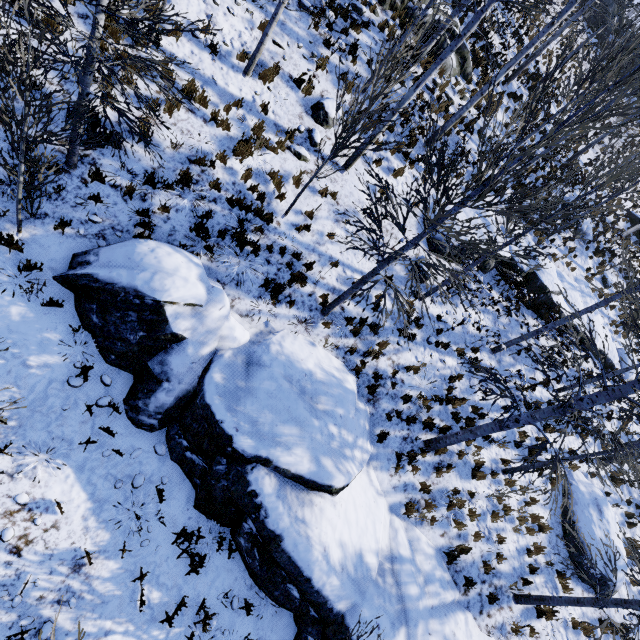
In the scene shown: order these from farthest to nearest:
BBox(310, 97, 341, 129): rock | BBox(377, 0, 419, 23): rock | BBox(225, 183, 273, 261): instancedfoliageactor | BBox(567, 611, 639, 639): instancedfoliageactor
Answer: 1. BBox(377, 0, 419, 23): rock
2. BBox(310, 97, 341, 129): rock
3. BBox(225, 183, 273, 261): instancedfoliageactor
4. BBox(567, 611, 639, 639): instancedfoliageactor

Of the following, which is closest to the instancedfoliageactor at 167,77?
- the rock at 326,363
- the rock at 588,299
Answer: the rock at 326,363

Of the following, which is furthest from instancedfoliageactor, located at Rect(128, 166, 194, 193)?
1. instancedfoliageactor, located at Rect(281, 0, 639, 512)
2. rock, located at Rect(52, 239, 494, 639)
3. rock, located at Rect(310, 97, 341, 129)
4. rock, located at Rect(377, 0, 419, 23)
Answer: rock, located at Rect(377, 0, 419, 23)

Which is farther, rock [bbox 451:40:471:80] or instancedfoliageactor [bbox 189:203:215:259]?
rock [bbox 451:40:471:80]

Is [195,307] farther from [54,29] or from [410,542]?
[410,542]

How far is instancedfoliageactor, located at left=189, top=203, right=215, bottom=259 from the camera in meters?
7.5 m

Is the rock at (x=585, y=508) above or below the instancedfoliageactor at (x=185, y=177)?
above
